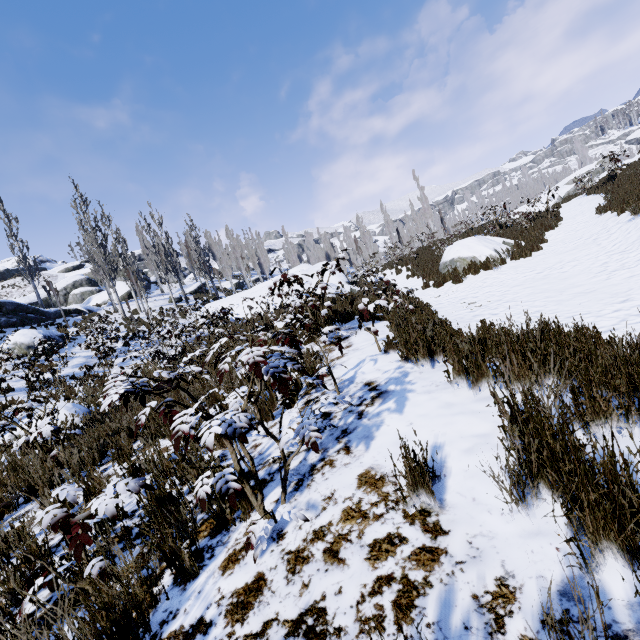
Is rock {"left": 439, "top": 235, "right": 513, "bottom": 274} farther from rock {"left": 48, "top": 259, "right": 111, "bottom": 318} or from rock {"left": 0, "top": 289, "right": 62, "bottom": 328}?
rock {"left": 48, "top": 259, "right": 111, "bottom": 318}

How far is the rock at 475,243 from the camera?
11.4 meters

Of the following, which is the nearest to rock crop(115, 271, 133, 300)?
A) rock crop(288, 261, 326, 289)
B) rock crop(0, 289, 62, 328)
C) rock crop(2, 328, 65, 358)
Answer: rock crop(0, 289, 62, 328)

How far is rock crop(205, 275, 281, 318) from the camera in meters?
18.8

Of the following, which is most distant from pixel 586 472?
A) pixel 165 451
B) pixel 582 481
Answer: pixel 165 451

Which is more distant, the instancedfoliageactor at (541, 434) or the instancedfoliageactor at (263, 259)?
the instancedfoliageactor at (263, 259)

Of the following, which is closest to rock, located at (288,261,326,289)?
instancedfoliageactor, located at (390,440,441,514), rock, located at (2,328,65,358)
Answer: rock, located at (2,328,65,358)

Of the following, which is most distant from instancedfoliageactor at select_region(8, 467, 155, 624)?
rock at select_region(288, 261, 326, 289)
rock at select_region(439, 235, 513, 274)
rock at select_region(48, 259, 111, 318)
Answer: rock at select_region(439, 235, 513, 274)
